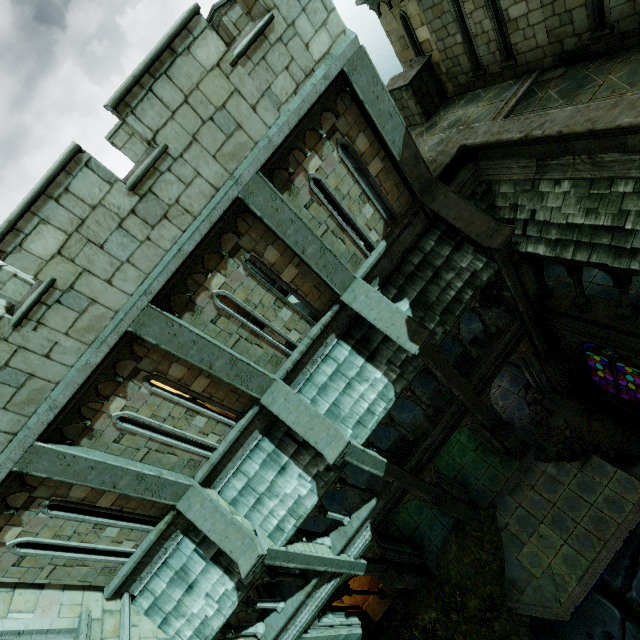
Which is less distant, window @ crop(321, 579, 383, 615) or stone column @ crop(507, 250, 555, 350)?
stone column @ crop(507, 250, 555, 350)

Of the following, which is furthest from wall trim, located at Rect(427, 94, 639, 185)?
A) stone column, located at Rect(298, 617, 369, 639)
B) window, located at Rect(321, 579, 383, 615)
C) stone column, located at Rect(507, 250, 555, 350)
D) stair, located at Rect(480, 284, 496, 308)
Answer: stone column, located at Rect(298, 617, 369, 639)

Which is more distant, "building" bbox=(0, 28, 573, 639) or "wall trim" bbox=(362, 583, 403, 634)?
"wall trim" bbox=(362, 583, 403, 634)

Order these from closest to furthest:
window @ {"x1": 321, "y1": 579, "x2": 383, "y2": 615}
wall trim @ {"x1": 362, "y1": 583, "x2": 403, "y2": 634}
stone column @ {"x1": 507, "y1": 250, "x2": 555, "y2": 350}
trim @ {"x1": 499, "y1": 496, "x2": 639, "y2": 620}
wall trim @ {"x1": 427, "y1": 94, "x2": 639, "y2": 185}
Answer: wall trim @ {"x1": 427, "y1": 94, "x2": 639, "y2": 185}
stone column @ {"x1": 507, "y1": 250, "x2": 555, "y2": 350}
trim @ {"x1": 499, "y1": 496, "x2": 639, "y2": 620}
window @ {"x1": 321, "y1": 579, "x2": 383, "y2": 615}
wall trim @ {"x1": 362, "y1": 583, "x2": 403, "y2": 634}

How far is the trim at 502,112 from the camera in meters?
8.8

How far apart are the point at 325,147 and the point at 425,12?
6.97m

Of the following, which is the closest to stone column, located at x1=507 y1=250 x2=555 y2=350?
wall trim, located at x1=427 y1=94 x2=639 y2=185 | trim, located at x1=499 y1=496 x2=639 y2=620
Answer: wall trim, located at x1=427 y1=94 x2=639 y2=185

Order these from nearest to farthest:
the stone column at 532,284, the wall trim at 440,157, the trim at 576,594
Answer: the wall trim at 440,157 < the stone column at 532,284 < the trim at 576,594
